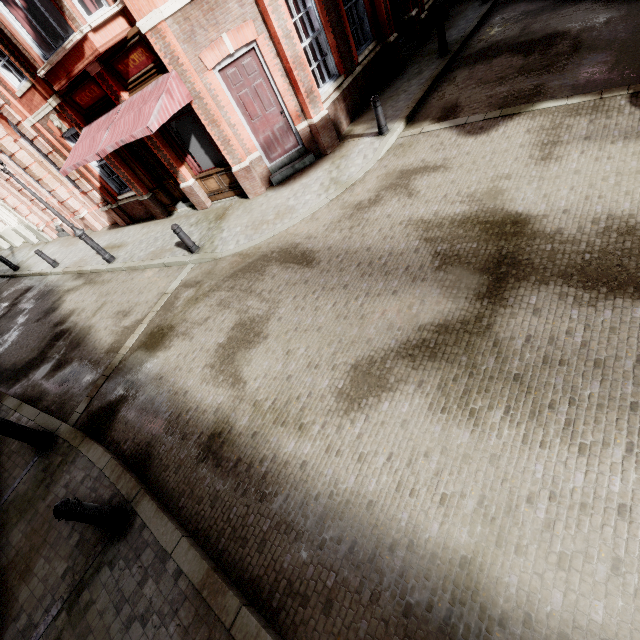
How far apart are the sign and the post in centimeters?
929cm

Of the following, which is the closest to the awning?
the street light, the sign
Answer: the sign

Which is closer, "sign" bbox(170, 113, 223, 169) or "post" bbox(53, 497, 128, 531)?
"post" bbox(53, 497, 128, 531)

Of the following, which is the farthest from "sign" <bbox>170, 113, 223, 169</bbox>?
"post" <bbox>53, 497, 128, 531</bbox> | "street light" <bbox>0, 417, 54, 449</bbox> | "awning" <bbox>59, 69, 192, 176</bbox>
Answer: "post" <bbox>53, 497, 128, 531</bbox>

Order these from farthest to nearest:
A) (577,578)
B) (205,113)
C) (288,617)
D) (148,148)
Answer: (148,148)
(205,113)
(288,617)
(577,578)

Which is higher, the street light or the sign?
the sign

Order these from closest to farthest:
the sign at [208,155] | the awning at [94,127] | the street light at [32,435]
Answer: the street light at [32,435], the awning at [94,127], the sign at [208,155]

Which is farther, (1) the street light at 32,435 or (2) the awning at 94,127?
(2) the awning at 94,127
